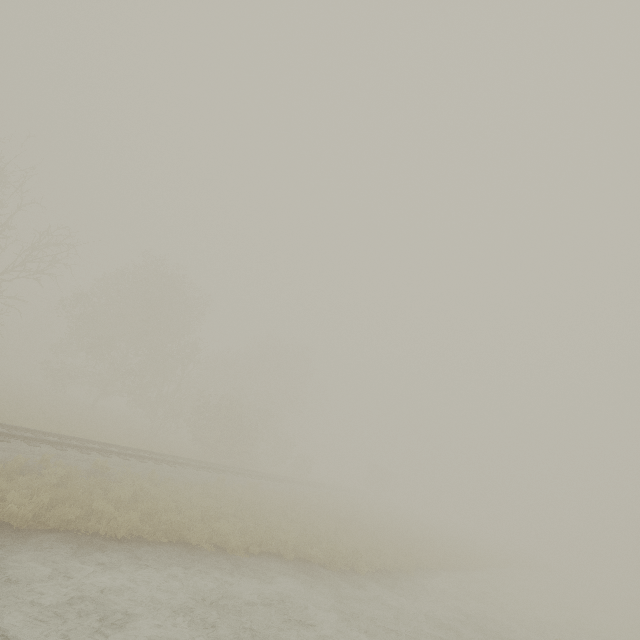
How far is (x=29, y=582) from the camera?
6.15m

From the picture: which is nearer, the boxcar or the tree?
the tree

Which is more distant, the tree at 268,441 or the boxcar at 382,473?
the boxcar at 382,473

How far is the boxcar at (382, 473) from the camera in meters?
57.8 m

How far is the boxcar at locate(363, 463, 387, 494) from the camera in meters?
57.8
